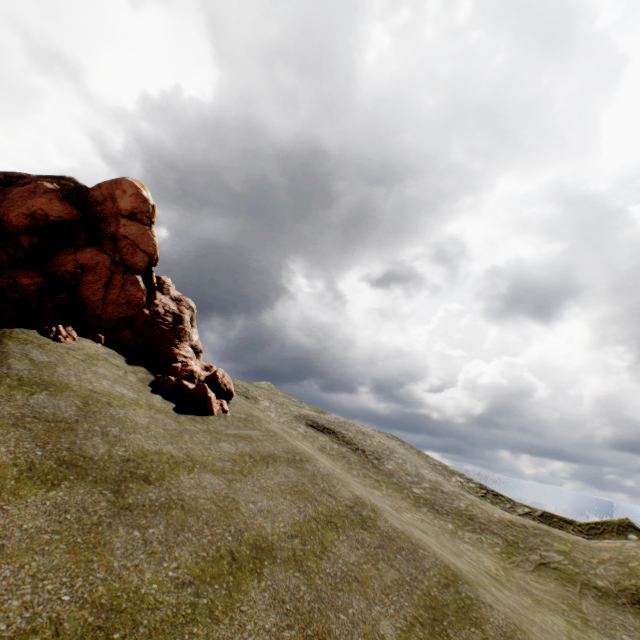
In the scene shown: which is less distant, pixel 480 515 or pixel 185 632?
pixel 185 632
